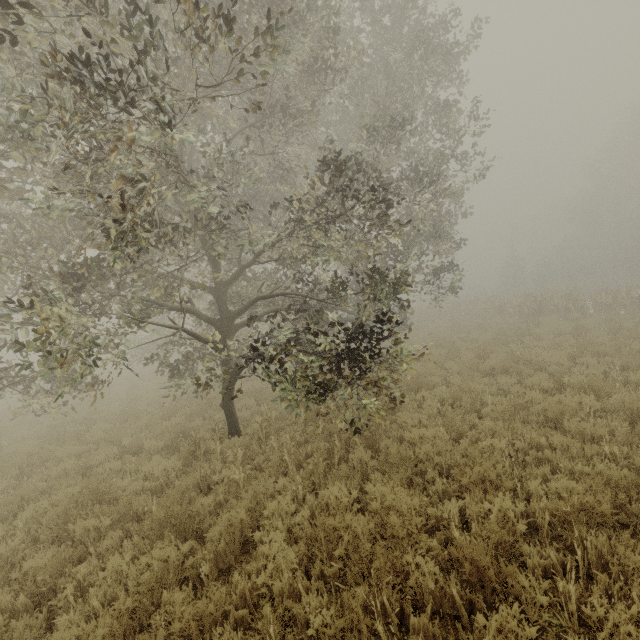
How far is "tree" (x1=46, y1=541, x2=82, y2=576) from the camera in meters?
4.4 m

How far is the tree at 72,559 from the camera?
4.4 meters

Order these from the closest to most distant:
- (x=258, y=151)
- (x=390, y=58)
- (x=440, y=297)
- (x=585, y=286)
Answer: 1. (x=258, y=151)
2. (x=390, y=58)
3. (x=585, y=286)
4. (x=440, y=297)
